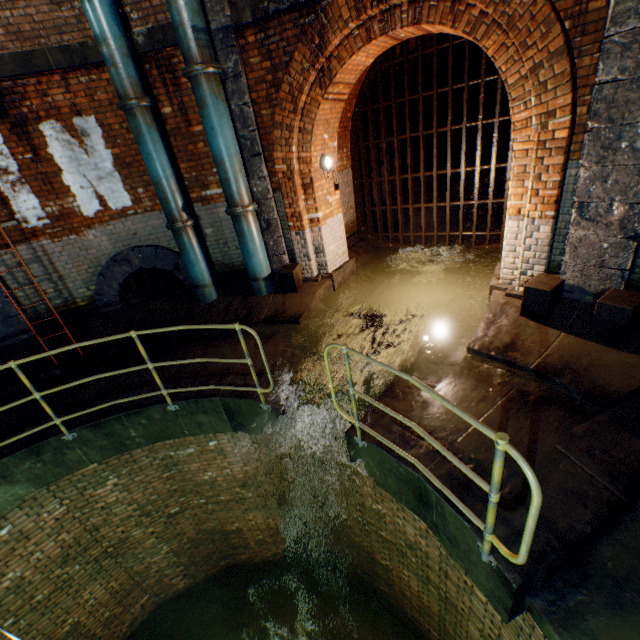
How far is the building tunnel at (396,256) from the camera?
6.7 meters

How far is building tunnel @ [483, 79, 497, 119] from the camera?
14.3m

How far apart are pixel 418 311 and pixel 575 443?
3.3m

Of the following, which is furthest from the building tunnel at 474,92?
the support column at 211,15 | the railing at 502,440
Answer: the railing at 502,440

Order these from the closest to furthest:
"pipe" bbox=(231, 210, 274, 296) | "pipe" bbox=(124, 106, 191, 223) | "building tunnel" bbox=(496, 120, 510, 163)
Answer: "pipe" bbox=(124, 106, 191, 223), "pipe" bbox=(231, 210, 274, 296), "building tunnel" bbox=(496, 120, 510, 163)

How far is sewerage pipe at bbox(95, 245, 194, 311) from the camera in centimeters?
671cm

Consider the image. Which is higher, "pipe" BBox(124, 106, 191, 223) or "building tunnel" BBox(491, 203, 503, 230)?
"pipe" BBox(124, 106, 191, 223)

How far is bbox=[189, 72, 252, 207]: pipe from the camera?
5.1 meters
